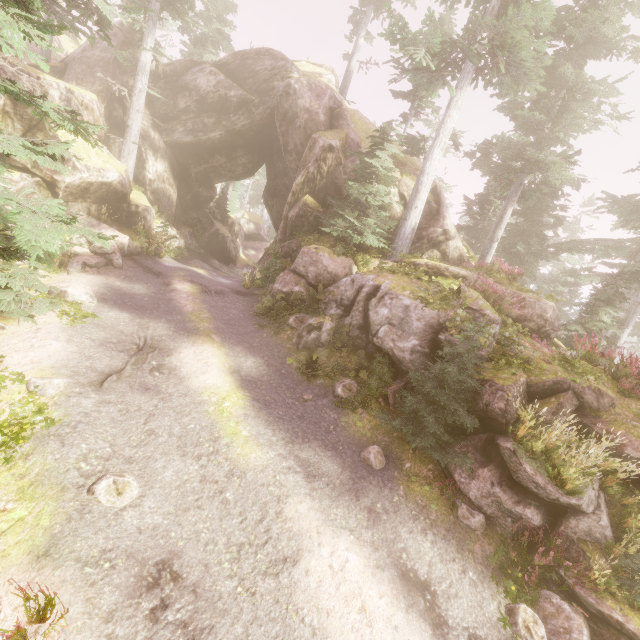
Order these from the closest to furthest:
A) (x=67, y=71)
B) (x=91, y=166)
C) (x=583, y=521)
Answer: (x=583, y=521)
(x=91, y=166)
(x=67, y=71)

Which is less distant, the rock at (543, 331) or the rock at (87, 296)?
the rock at (87, 296)

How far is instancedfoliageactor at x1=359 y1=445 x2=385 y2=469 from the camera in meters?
8.2

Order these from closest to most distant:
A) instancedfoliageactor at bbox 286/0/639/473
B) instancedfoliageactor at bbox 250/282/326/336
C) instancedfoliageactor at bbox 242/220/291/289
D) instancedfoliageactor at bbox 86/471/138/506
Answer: instancedfoliageactor at bbox 86/471/138/506 < instancedfoliageactor at bbox 286/0/639/473 < instancedfoliageactor at bbox 250/282/326/336 < instancedfoliageactor at bbox 242/220/291/289

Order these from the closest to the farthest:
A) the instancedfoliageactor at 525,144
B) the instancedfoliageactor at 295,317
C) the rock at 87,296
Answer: the instancedfoliageactor at 525,144, the rock at 87,296, the instancedfoliageactor at 295,317

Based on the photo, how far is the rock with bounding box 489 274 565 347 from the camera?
14.6m
